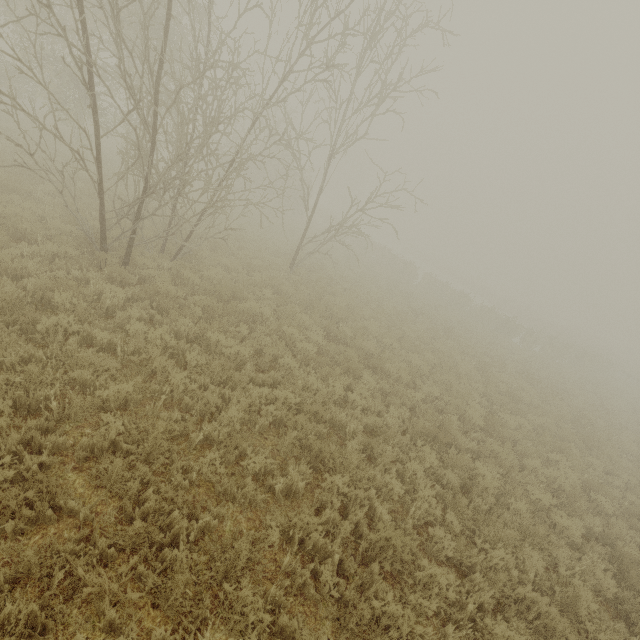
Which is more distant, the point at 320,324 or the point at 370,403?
the point at 320,324
